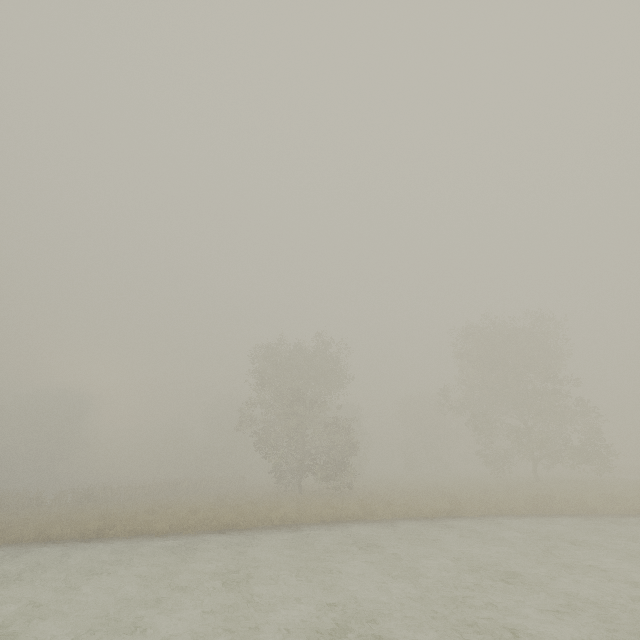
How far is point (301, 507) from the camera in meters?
19.6
